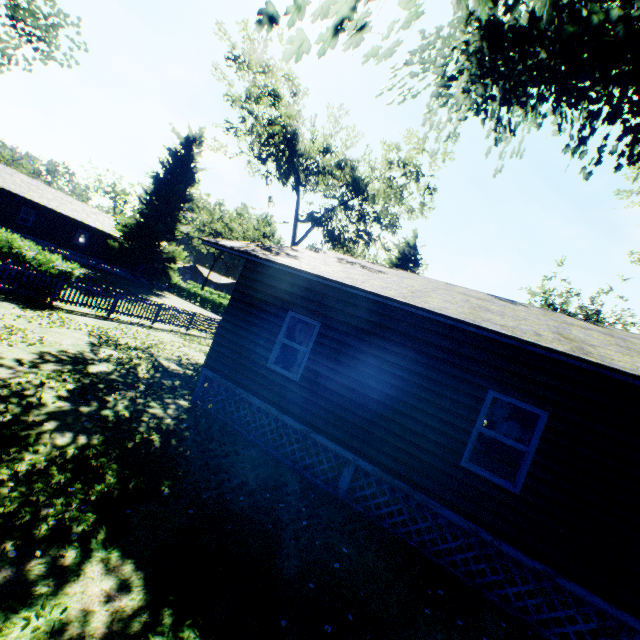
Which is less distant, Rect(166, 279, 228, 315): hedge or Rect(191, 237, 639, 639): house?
Rect(191, 237, 639, 639): house

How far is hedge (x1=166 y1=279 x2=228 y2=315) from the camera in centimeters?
4269cm

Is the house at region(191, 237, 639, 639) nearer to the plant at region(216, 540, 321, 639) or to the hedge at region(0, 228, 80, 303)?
the plant at region(216, 540, 321, 639)

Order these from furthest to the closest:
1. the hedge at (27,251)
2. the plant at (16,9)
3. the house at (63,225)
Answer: the house at (63,225) < the plant at (16,9) < the hedge at (27,251)

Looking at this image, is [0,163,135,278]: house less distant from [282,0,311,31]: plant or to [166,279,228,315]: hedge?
[282,0,311,31]: plant

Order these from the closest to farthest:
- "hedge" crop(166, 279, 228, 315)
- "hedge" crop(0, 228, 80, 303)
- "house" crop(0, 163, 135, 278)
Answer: "hedge" crop(0, 228, 80, 303)
"house" crop(0, 163, 135, 278)
"hedge" crop(166, 279, 228, 315)

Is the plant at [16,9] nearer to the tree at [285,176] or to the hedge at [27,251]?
the hedge at [27,251]

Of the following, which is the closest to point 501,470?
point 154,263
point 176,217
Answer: point 154,263
